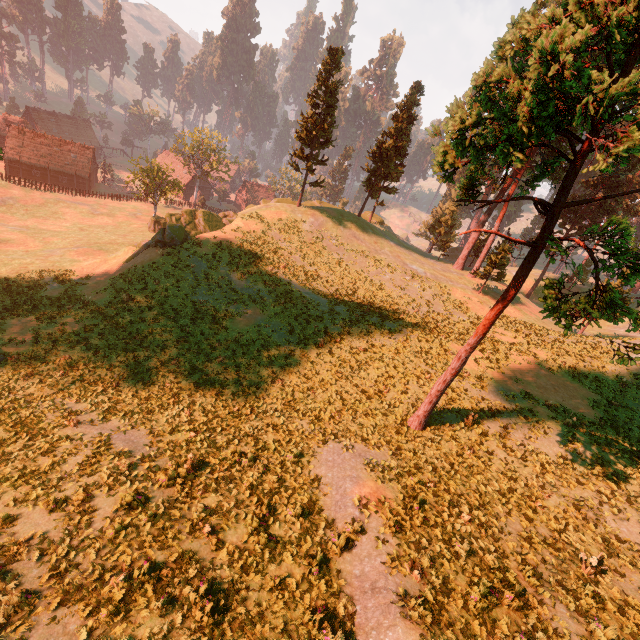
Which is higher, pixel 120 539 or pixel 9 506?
pixel 120 539

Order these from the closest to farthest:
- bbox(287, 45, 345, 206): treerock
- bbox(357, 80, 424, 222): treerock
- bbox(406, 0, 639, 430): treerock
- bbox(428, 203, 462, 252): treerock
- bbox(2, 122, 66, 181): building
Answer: bbox(406, 0, 639, 430): treerock
bbox(287, 45, 345, 206): treerock
bbox(357, 80, 424, 222): treerock
bbox(428, 203, 462, 252): treerock
bbox(2, 122, 66, 181): building

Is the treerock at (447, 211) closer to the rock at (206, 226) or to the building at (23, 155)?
the building at (23, 155)

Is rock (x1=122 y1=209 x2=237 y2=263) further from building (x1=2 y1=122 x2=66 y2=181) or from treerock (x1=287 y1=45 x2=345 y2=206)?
building (x1=2 y1=122 x2=66 y2=181)

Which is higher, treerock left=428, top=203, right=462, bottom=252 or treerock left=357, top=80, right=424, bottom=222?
treerock left=357, top=80, right=424, bottom=222

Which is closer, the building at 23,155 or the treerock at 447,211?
the treerock at 447,211

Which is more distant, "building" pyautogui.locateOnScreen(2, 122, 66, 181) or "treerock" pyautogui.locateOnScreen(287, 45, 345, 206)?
"building" pyautogui.locateOnScreen(2, 122, 66, 181)
